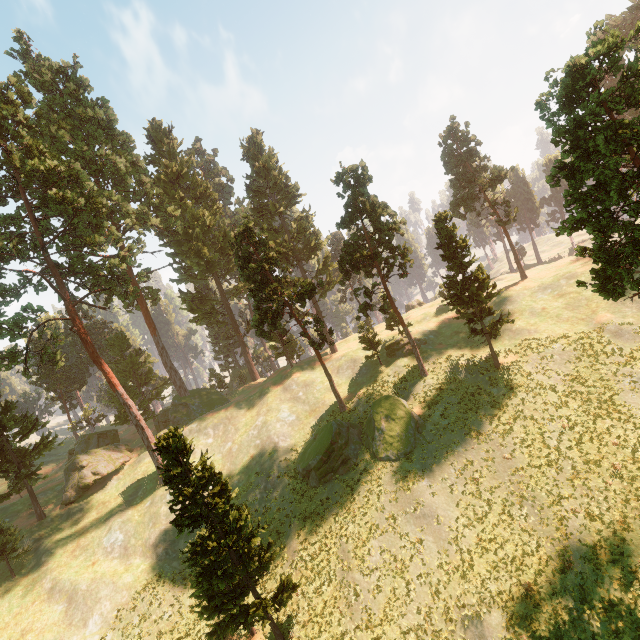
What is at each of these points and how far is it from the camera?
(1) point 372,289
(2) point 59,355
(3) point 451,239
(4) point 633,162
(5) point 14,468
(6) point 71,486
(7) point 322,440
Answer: (1) treerock, 33.5m
(2) treerock, 32.3m
(3) treerock, 29.8m
(4) treerock, 16.7m
(5) treerock, 36.8m
(6) treerock, 39.8m
(7) treerock, 30.8m

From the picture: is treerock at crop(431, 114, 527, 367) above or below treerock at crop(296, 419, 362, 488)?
above

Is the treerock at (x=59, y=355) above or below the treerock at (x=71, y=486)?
above

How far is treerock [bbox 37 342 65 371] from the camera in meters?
32.5

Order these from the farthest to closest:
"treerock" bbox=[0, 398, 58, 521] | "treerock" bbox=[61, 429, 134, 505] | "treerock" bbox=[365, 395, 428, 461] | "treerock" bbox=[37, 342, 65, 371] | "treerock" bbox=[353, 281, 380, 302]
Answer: "treerock" bbox=[61, 429, 134, 505] → "treerock" bbox=[0, 398, 58, 521] → "treerock" bbox=[353, 281, 380, 302] → "treerock" bbox=[37, 342, 65, 371] → "treerock" bbox=[365, 395, 428, 461]

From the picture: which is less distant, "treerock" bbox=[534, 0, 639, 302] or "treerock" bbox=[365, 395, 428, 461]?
"treerock" bbox=[534, 0, 639, 302]

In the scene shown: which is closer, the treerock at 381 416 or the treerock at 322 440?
the treerock at 381 416
